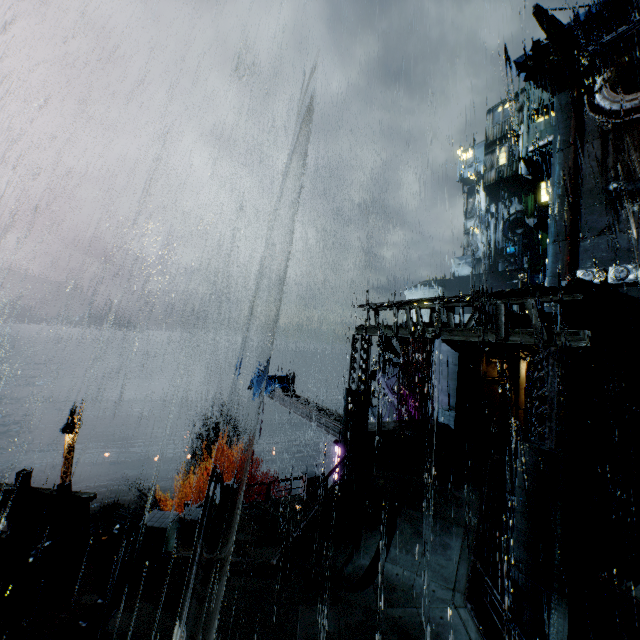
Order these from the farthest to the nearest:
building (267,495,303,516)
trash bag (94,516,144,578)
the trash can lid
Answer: building (267,495,303,516) → the trash can lid → trash bag (94,516,144,578)

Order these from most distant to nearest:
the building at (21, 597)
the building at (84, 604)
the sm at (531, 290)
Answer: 1. the sm at (531, 290)
2. the building at (21, 597)
3. the building at (84, 604)

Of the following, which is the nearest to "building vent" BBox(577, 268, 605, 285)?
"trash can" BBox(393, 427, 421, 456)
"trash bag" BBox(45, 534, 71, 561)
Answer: "trash can" BBox(393, 427, 421, 456)

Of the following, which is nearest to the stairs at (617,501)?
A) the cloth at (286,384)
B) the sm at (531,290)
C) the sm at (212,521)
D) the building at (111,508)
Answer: the sm at (531,290)

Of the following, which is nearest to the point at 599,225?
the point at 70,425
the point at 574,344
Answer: the point at 574,344

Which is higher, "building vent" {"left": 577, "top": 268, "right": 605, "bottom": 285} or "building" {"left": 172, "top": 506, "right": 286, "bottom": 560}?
"building vent" {"left": 577, "top": 268, "right": 605, "bottom": 285}

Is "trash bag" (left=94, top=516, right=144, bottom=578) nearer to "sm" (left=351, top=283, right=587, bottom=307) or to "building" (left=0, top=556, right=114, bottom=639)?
"building" (left=0, top=556, right=114, bottom=639)

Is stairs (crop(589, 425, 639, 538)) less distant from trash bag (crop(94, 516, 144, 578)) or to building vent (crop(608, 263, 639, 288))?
building vent (crop(608, 263, 639, 288))
